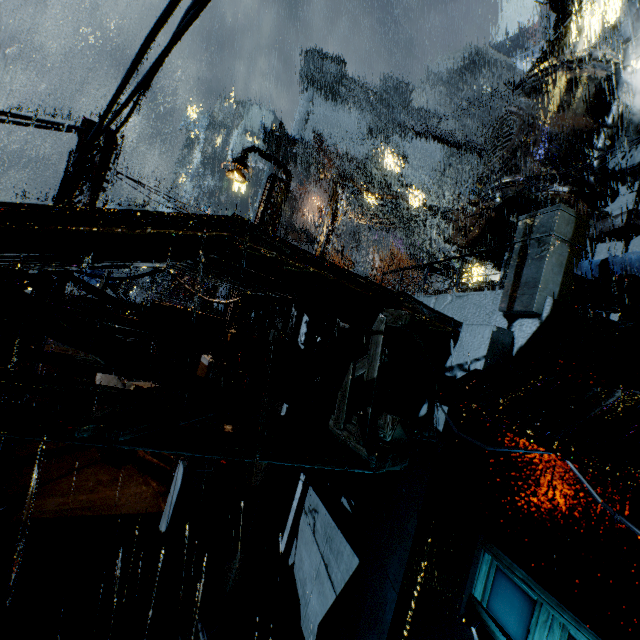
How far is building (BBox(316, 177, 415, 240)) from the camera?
20.7 meters

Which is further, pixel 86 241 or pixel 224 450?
pixel 224 450

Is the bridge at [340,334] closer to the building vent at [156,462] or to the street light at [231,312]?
the street light at [231,312]

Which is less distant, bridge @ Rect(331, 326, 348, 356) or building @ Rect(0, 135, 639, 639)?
building @ Rect(0, 135, 639, 639)

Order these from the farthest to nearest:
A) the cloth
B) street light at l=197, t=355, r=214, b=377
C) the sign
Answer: street light at l=197, t=355, r=214, b=377, the sign, the cloth

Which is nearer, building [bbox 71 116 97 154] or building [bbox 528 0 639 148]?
building [bbox 71 116 97 154]

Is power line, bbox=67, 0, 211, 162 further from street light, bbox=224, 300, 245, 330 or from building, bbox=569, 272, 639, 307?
street light, bbox=224, 300, 245, 330

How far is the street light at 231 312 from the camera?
Answer: 14.0 meters
